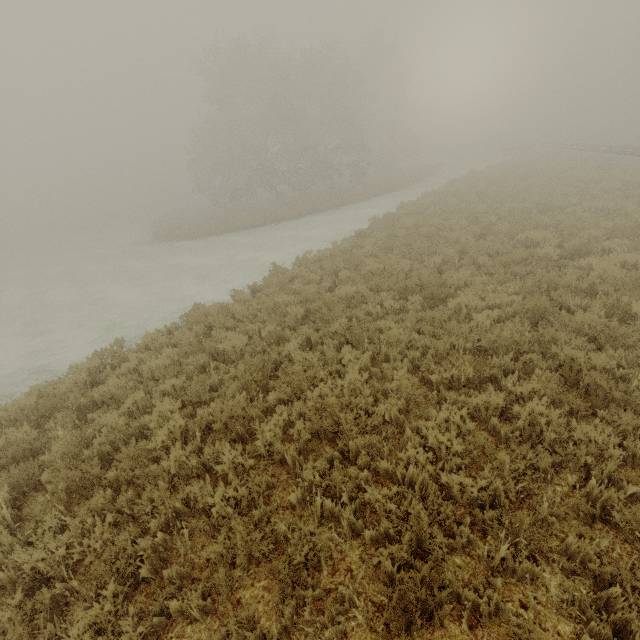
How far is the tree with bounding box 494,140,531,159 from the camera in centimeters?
4069cm

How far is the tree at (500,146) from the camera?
40.69m

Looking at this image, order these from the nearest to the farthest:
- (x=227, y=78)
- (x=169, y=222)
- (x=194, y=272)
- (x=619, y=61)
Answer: (x=194, y=272)
(x=227, y=78)
(x=169, y=222)
(x=619, y=61)
